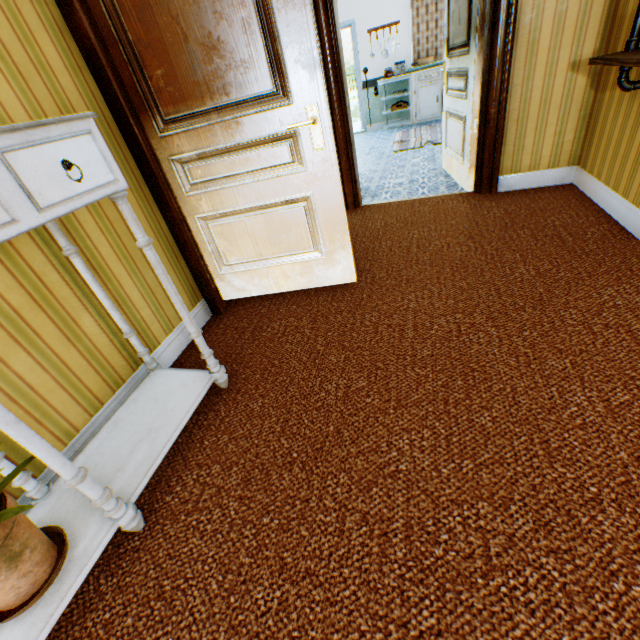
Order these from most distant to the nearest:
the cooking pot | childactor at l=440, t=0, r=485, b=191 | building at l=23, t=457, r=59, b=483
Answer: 1. the cooking pot
2. childactor at l=440, t=0, r=485, b=191
3. building at l=23, t=457, r=59, b=483

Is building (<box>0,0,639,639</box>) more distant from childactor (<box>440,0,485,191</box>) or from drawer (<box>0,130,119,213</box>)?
drawer (<box>0,130,119,213</box>)

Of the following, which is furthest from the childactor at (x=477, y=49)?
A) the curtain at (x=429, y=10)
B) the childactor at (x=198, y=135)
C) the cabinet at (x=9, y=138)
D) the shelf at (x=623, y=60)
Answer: the curtain at (x=429, y=10)

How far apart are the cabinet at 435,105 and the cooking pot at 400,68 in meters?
0.1 m

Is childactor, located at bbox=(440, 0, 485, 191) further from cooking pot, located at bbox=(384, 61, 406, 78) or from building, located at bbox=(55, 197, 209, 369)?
cooking pot, located at bbox=(384, 61, 406, 78)

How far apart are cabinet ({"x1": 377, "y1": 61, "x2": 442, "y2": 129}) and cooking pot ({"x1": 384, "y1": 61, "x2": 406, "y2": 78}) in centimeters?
9cm

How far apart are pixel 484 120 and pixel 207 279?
2.95m

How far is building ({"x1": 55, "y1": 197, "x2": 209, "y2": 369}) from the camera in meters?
1.6
